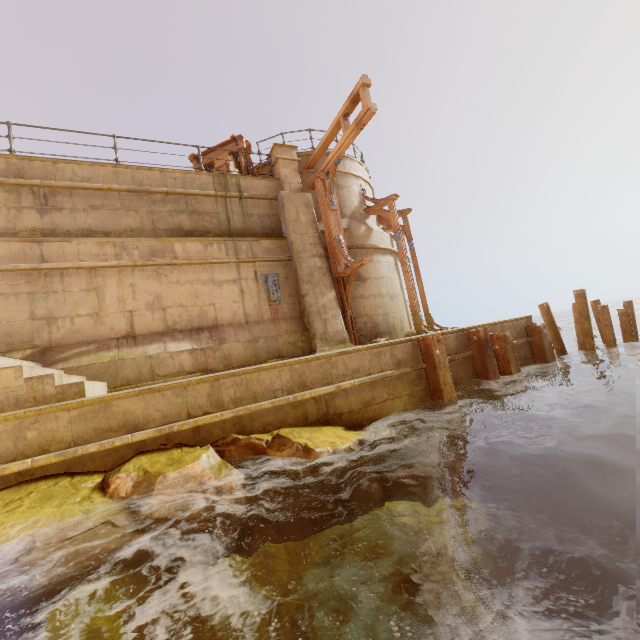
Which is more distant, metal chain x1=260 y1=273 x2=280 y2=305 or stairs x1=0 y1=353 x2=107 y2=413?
metal chain x1=260 y1=273 x2=280 y2=305

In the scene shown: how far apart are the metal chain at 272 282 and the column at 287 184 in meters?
2.7

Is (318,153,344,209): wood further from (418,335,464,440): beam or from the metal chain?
(418,335,464,440): beam

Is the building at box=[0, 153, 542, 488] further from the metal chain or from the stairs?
the metal chain

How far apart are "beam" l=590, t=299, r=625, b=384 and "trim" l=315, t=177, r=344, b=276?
7.37m

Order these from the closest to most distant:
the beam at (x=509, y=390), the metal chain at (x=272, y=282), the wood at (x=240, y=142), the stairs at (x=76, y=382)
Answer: the stairs at (x=76, y=382), the beam at (x=509, y=390), the metal chain at (x=272, y=282), the wood at (x=240, y=142)

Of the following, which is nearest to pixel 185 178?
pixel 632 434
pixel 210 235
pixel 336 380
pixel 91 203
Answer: pixel 210 235

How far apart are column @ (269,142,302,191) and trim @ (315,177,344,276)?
0.4 meters
